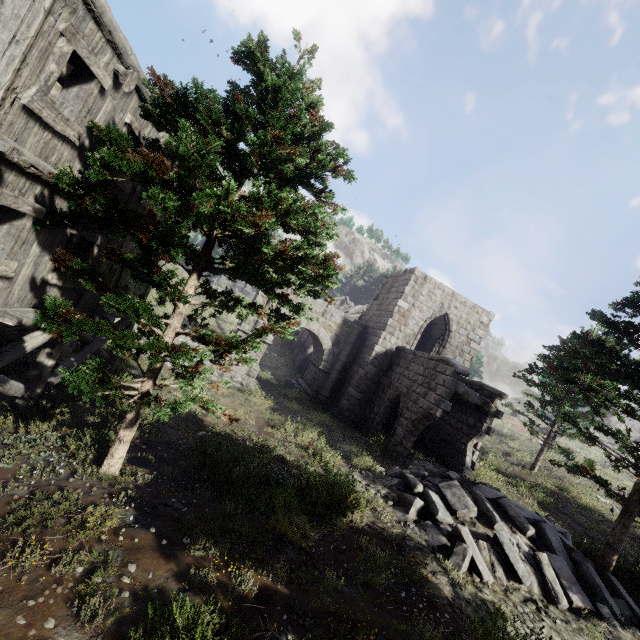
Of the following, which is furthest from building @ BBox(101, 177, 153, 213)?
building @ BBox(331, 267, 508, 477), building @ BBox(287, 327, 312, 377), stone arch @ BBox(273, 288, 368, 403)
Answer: building @ BBox(287, 327, 312, 377)

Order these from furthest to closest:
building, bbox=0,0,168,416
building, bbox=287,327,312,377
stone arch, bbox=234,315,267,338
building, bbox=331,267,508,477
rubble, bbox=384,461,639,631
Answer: building, bbox=287,327,312,377, stone arch, bbox=234,315,267,338, building, bbox=331,267,508,477, rubble, bbox=384,461,639,631, building, bbox=0,0,168,416

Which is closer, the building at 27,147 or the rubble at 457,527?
the building at 27,147

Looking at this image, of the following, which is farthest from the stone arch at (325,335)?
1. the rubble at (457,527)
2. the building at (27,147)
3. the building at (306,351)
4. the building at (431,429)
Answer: the rubble at (457,527)

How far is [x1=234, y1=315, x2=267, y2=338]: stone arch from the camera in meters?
18.9 m

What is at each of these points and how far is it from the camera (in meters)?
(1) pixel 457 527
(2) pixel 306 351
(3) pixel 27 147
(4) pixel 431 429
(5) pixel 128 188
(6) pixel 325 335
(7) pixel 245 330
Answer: (1) rubble, 8.23
(2) building, 28.78
(3) building, 5.14
(4) building, 17.38
(5) building, 8.26
(6) stone arch, 20.20
(7) stone arch, 18.81

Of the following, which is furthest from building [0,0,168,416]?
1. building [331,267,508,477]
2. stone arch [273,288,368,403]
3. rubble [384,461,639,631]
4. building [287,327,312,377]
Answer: building [287,327,312,377]
